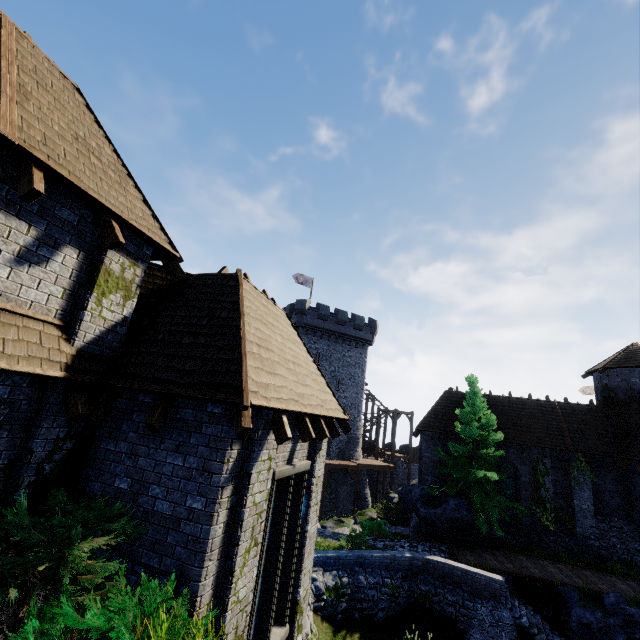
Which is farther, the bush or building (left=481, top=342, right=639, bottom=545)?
building (left=481, top=342, right=639, bottom=545)

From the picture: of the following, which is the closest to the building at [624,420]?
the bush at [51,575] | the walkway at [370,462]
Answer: the walkway at [370,462]

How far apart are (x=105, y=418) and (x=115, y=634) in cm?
389

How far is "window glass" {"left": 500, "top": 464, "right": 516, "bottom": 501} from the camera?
21.1m

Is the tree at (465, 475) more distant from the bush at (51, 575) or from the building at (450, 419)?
the bush at (51, 575)

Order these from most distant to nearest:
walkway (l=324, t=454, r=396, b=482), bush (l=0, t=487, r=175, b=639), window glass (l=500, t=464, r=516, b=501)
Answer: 1. walkway (l=324, t=454, r=396, b=482)
2. window glass (l=500, t=464, r=516, b=501)
3. bush (l=0, t=487, r=175, b=639)

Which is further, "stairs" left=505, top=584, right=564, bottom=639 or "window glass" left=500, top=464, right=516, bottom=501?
"window glass" left=500, top=464, right=516, bottom=501

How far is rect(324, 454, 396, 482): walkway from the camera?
33.0 meters
